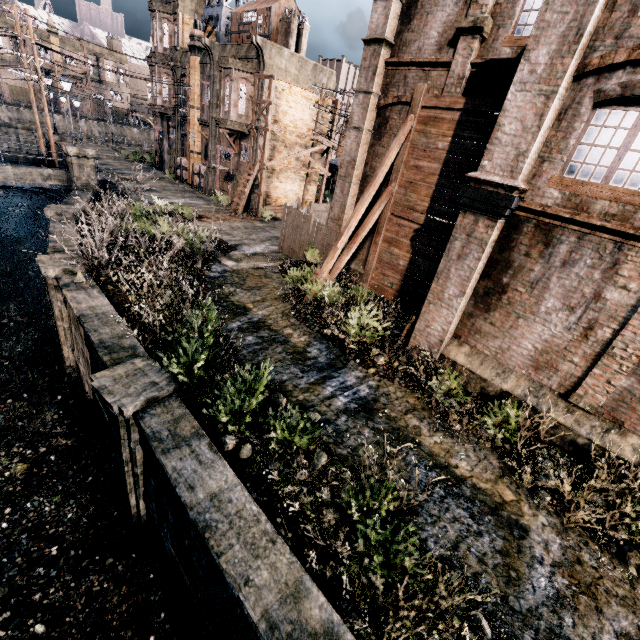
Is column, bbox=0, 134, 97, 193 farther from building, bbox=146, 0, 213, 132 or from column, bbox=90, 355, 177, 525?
column, bbox=90, 355, 177, 525

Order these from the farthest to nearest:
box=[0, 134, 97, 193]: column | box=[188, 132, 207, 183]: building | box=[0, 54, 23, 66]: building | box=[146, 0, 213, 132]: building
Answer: box=[0, 54, 23, 66]: building → box=[188, 132, 207, 183]: building → box=[146, 0, 213, 132]: building → box=[0, 134, 97, 193]: column

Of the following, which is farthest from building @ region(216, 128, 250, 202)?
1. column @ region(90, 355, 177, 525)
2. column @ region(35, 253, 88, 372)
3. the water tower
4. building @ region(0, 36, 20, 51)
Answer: building @ region(0, 36, 20, 51)

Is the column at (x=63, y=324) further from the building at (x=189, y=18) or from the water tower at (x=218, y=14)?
the water tower at (x=218, y=14)

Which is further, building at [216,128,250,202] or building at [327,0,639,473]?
building at [216,128,250,202]

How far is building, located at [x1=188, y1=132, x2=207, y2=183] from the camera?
32.3 meters

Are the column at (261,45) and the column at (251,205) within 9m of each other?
yes

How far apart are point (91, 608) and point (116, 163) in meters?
42.8 m
